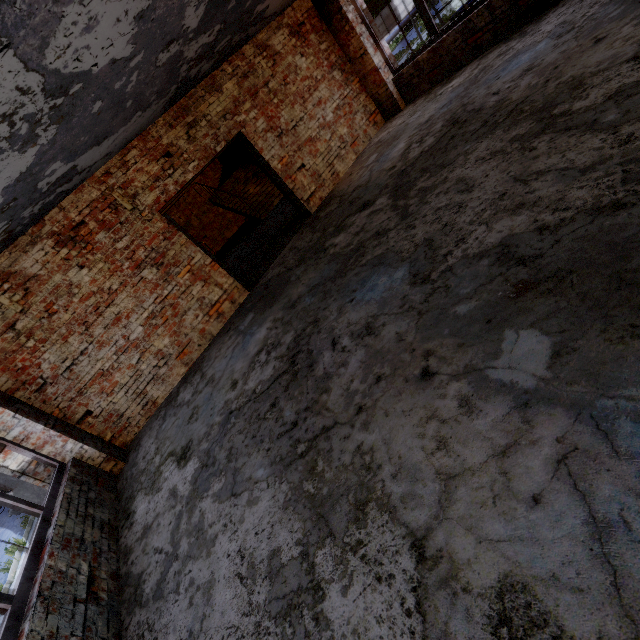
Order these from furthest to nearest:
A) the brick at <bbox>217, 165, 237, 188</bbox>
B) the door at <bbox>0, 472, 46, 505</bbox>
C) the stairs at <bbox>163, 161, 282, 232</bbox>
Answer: the brick at <bbox>217, 165, 237, 188</bbox> → the stairs at <bbox>163, 161, 282, 232</bbox> → the door at <bbox>0, 472, 46, 505</bbox>

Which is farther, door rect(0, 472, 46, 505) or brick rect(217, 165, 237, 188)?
brick rect(217, 165, 237, 188)

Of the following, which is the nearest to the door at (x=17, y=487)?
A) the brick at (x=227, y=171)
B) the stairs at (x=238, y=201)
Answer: the stairs at (x=238, y=201)

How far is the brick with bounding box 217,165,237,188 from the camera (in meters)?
14.33

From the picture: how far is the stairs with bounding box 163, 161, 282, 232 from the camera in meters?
12.3 m

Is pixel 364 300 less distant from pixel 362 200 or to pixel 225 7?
pixel 362 200

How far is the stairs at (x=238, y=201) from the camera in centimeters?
1227cm

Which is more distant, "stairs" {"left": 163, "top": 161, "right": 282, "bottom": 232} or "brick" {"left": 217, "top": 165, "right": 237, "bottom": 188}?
"brick" {"left": 217, "top": 165, "right": 237, "bottom": 188}
